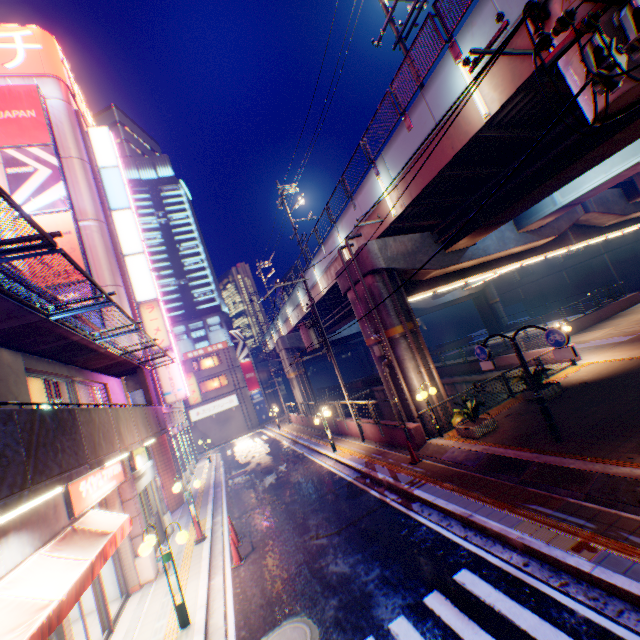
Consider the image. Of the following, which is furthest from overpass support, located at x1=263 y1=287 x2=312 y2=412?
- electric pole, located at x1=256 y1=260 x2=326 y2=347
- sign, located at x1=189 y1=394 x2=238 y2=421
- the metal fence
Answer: sign, located at x1=189 y1=394 x2=238 y2=421

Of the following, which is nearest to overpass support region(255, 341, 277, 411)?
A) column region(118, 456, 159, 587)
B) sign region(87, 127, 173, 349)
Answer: sign region(87, 127, 173, 349)

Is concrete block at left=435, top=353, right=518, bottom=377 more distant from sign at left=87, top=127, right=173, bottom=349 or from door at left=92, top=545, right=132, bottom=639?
door at left=92, top=545, right=132, bottom=639

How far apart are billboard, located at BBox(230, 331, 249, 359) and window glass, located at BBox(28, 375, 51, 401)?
36.6 meters

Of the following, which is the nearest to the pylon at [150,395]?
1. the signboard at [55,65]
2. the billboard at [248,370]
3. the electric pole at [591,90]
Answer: the electric pole at [591,90]

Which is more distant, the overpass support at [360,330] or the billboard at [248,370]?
the billboard at [248,370]

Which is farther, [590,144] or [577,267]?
[577,267]

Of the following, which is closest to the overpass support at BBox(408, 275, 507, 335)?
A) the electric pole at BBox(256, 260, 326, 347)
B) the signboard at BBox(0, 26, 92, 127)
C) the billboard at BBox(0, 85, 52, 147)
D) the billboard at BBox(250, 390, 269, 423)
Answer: the electric pole at BBox(256, 260, 326, 347)
